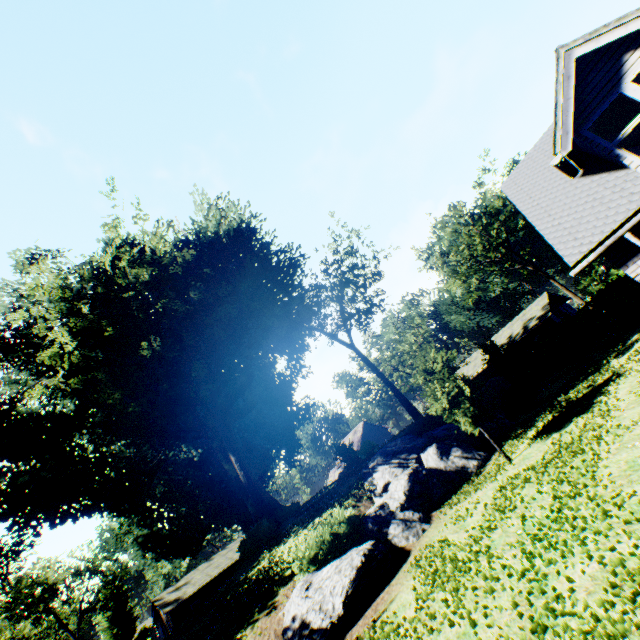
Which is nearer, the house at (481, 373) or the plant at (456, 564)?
the plant at (456, 564)

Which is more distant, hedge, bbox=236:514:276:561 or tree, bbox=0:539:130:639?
tree, bbox=0:539:130:639

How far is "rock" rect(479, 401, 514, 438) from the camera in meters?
17.1

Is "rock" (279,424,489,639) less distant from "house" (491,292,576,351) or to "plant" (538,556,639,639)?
"plant" (538,556,639,639)

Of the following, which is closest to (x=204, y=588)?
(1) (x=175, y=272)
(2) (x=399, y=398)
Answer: (2) (x=399, y=398)

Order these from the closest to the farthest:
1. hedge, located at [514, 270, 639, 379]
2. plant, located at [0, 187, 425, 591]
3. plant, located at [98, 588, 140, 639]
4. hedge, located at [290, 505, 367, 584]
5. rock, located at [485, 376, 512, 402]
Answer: hedge, located at [290, 505, 367, 584], hedge, located at [514, 270, 639, 379], plant, located at [0, 187, 425, 591], rock, located at [485, 376, 512, 402], plant, located at [98, 588, 140, 639]

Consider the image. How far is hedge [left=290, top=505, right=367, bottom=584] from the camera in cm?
1112

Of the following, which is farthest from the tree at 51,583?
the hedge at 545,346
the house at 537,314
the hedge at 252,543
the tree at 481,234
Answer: the tree at 481,234
